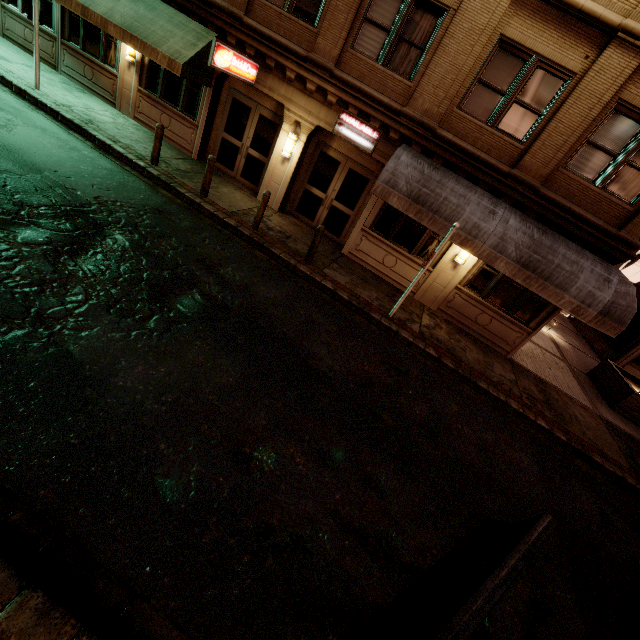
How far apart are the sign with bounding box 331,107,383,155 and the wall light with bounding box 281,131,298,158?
1.21m

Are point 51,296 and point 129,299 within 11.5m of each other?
yes

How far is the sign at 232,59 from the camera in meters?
8.7

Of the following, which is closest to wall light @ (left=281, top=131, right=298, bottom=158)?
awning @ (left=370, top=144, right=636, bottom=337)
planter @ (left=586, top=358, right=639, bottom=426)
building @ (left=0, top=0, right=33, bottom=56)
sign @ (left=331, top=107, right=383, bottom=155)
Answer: building @ (left=0, top=0, right=33, bottom=56)

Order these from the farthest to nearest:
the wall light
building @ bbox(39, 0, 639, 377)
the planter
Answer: the planter < the wall light < building @ bbox(39, 0, 639, 377)

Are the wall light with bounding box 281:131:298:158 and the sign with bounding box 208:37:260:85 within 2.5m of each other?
yes

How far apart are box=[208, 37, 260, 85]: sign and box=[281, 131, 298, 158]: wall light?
1.81m

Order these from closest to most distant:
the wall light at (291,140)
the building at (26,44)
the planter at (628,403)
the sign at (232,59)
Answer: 1. the sign at (232,59)
2. the wall light at (291,140)
3. the planter at (628,403)
4. the building at (26,44)
